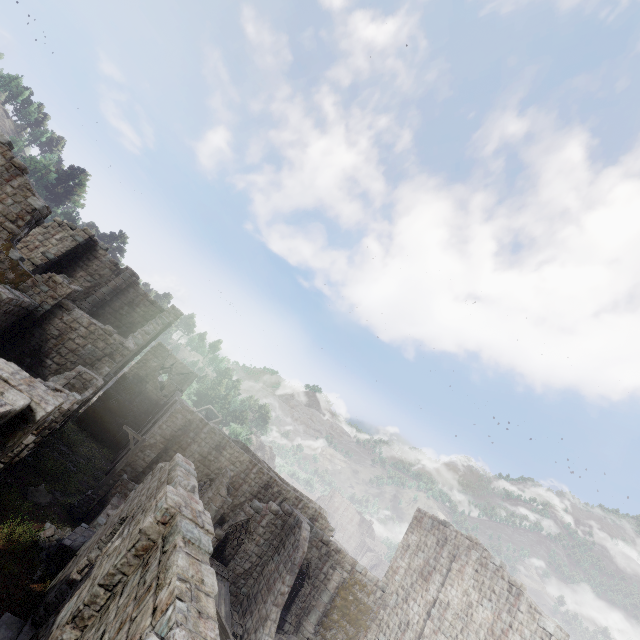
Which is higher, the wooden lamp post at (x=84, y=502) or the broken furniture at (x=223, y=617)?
the broken furniture at (x=223, y=617)

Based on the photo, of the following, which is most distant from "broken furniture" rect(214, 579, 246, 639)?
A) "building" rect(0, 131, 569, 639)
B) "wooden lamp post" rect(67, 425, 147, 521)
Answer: "wooden lamp post" rect(67, 425, 147, 521)

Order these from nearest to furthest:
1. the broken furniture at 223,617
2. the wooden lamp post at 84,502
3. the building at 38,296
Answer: the building at 38,296 → the broken furniture at 223,617 → the wooden lamp post at 84,502

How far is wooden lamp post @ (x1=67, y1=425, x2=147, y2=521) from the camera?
16.9m

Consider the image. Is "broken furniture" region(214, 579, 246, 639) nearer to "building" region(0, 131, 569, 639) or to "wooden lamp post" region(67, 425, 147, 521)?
"building" region(0, 131, 569, 639)

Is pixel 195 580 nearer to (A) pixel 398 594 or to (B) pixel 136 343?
(B) pixel 136 343
